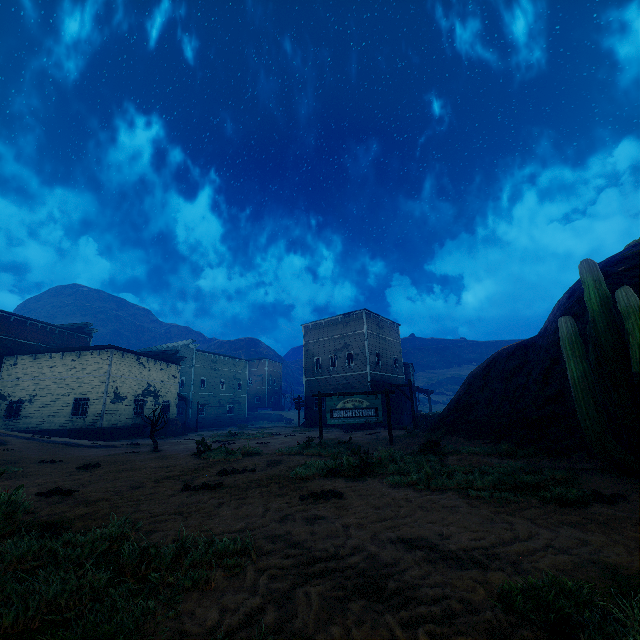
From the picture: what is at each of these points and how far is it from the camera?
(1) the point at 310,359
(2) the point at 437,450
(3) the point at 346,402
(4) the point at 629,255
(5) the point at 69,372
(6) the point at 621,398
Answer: (1) building, 34.69m
(2) z, 8.63m
(3) sign, 13.69m
(4) z, 10.50m
(5) building, 26.00m
(6) instancedfoliageactor, 5.91m

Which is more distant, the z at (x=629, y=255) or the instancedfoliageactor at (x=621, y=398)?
the z at (x=629, y=255)

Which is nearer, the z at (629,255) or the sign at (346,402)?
the z at (629,255)

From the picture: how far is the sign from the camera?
13.4m

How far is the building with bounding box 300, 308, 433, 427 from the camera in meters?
30.6

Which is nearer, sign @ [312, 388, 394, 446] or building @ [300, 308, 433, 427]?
sign @ [312, 388, 394, 446]

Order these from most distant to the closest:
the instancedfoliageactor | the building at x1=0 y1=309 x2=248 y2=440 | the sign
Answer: the building at x1=0 y1=309 x2=248 y2=440 < the sign < the instancedfoliageactor

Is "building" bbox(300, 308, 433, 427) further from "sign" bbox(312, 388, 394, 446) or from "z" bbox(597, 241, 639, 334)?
"sign" bbox(312, 388, 394, 446)
